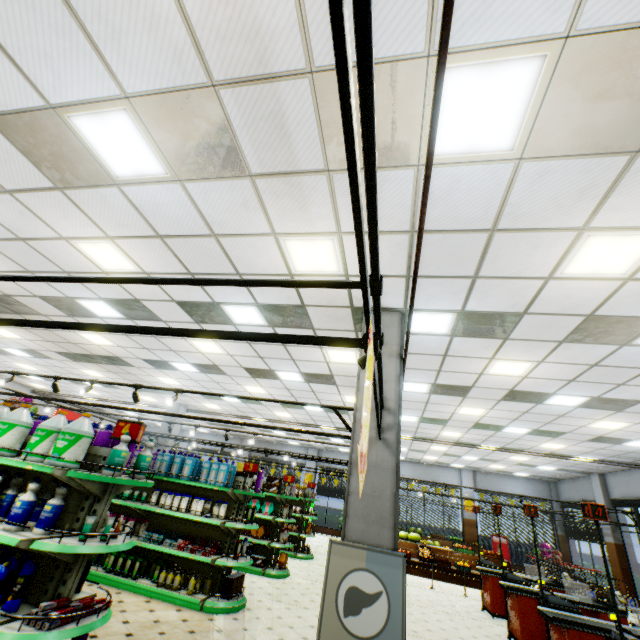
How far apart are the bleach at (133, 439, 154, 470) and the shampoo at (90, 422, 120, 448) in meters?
0.4

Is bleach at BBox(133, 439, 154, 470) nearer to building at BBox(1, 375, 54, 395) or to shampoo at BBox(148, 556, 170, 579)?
building at BBox(1, 375, 54, 395)

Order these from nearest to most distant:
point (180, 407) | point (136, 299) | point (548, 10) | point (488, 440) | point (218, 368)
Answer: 1. point (548, 10)
2. point (136, 299)
3. point (218, 368)
4. point (488, 440)
5. point (180, 407)

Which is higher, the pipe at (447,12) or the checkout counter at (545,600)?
the pipe at (447,12)

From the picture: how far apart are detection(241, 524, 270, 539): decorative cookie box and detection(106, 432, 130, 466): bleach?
7.1m

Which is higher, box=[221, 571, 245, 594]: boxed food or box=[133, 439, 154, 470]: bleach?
box=[133, 439, 154, 470]: bleach

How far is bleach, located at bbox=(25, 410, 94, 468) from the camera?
3.3 meters

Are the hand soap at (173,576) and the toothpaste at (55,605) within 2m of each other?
no
